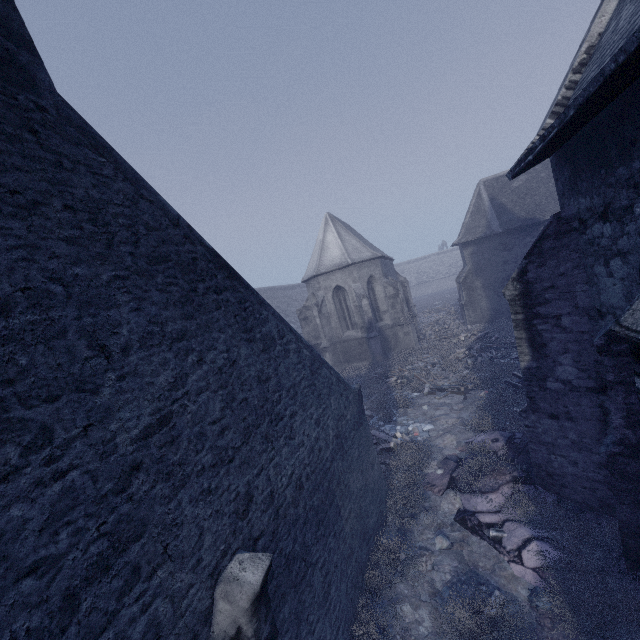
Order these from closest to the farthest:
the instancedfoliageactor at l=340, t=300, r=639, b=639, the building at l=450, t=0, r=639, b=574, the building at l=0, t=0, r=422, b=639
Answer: the building at l=0, t=0, r=422, b=639
the building at l=450, t=0, r=639, b=574
the instancedfoliageactor at l=340, t=300, r=639, b=639

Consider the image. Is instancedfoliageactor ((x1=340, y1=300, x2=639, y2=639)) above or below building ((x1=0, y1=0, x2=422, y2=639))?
below

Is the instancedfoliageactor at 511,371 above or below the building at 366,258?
below

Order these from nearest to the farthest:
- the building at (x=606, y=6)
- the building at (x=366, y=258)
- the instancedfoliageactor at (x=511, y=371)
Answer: the building at (x=366, y=258), the building at (x=606, y=6), the instancedfoliageactor at (x=511, y=371)

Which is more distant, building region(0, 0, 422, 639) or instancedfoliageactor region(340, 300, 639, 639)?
instancedfoliageactor region(340, 300, 639, 639)

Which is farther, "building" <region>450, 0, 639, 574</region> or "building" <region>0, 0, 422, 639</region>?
"building" <region>450, 0, 639, 574</region>

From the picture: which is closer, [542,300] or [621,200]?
[621,200]
